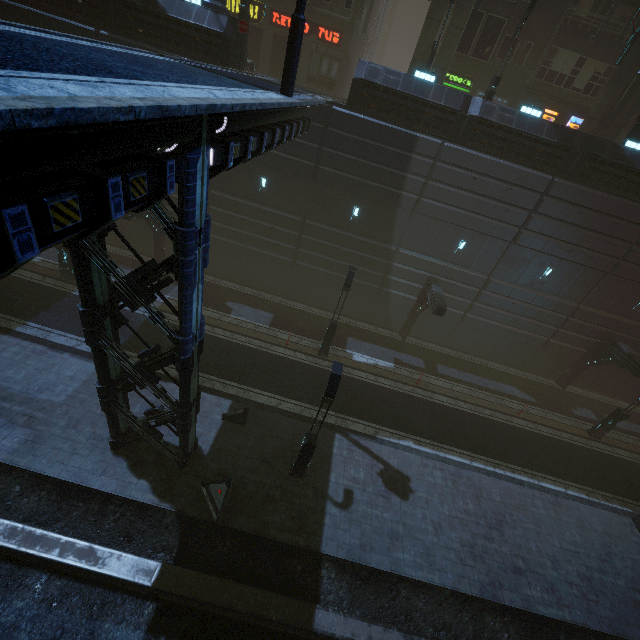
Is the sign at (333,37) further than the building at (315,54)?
Yes

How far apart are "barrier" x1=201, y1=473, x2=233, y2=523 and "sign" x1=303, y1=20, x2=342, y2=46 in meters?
28.4

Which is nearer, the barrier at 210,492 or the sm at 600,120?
the barrier at 210,492

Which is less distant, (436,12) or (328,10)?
(436,12)

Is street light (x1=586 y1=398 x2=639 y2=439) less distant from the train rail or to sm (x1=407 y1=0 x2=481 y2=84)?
the train rail

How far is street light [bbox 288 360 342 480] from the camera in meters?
10.2

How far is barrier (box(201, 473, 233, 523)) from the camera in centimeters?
1111cm

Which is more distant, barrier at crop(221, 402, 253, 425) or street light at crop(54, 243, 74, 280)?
street light at crop(54, 243, 74, 280)
